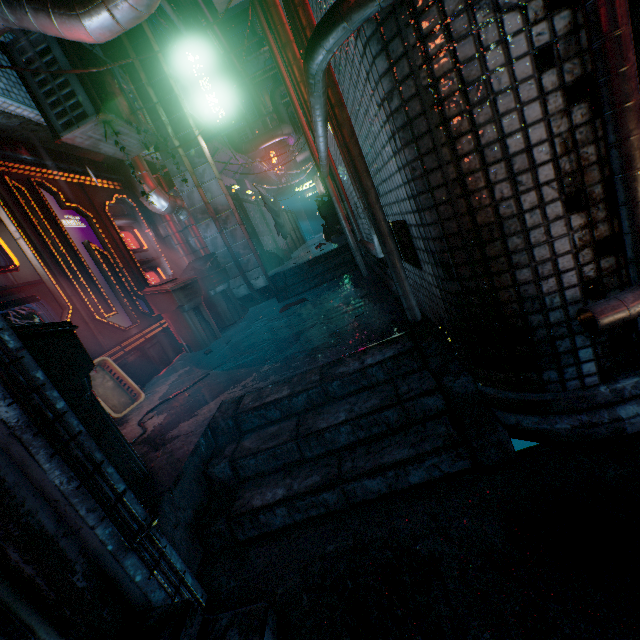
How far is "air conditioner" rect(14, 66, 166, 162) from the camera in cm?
318

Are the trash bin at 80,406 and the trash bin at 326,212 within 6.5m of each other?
no

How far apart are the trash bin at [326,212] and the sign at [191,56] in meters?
2.4 m

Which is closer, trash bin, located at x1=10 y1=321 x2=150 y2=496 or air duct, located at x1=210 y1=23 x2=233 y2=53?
trash bin, located at x1=10 y1=321 x2=150 y2=496

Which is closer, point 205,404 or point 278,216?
point 205,404

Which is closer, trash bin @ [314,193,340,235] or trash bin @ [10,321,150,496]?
trash bin @ [10,321,150,496]

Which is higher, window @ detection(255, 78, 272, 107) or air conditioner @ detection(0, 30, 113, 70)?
window @ detection(255, 78, 272, 107)

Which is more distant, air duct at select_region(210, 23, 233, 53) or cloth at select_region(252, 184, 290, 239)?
air duct at select_region(210, 23, 233, 53)
